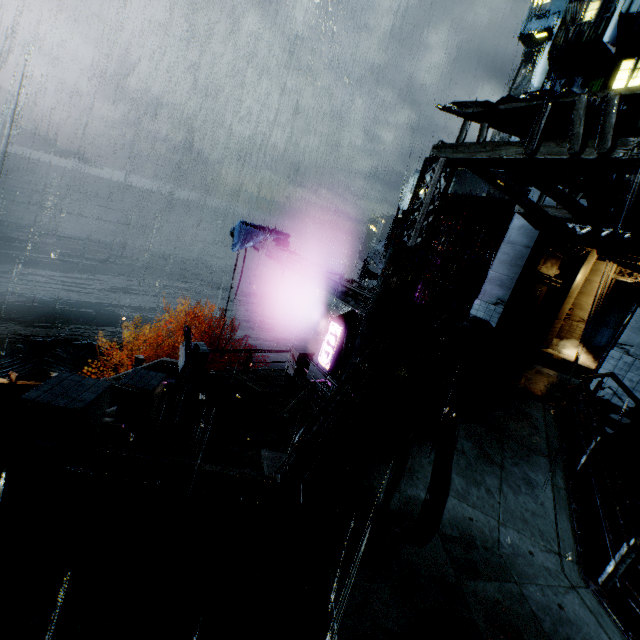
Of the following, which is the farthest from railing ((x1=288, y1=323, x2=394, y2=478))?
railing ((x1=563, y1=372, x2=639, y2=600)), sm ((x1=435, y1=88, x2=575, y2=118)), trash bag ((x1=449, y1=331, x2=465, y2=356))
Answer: sm ((x1=435, y1=88, x2=575, y2=118))

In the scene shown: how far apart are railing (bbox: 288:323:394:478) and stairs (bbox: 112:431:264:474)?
1.9m

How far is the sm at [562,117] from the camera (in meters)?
8.03

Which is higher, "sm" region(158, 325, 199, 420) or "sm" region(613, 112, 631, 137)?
"sm" region(613, 112, 631, 137)

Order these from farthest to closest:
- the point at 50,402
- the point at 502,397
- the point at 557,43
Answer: the point at 557,43, the point at 502,397, the point at 50,402

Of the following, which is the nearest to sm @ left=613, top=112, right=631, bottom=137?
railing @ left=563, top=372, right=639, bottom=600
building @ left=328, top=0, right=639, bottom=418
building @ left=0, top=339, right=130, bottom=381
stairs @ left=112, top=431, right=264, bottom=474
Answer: building @ left=328, top=0, right=639, bottom=418

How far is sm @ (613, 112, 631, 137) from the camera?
8.0 meters

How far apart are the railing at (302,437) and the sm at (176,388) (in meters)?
5.30
